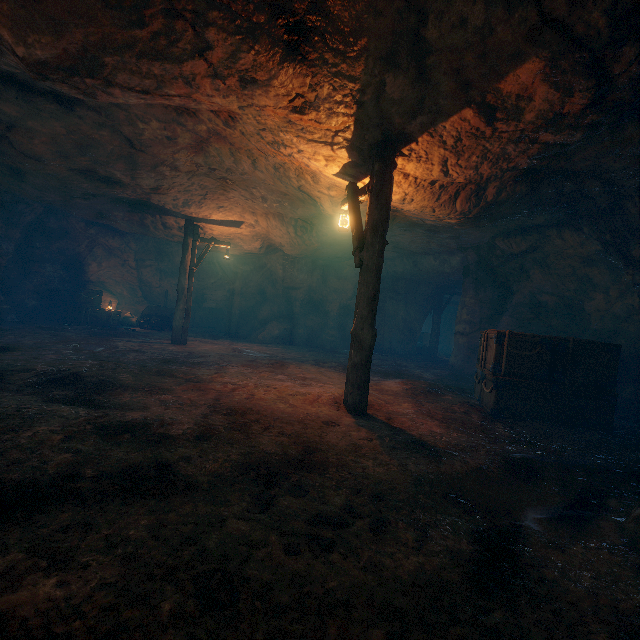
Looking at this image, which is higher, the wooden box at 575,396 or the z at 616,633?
the wooden box at 575,396

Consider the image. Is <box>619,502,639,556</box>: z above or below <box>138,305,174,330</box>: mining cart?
below

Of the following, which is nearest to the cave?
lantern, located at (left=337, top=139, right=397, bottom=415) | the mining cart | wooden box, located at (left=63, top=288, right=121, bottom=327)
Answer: lantern, located at (left=337, top=139, right=397, bottom=415)

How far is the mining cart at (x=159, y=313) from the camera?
16.42m

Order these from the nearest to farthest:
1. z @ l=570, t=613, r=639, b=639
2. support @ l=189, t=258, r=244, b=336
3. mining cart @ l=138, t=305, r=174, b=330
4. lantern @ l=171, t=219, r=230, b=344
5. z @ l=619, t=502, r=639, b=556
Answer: z @ l=570, t=613, r=639, b=639
z @ l=619, t=502, r=639, b=556
lantern @ l=171, t=219, r=230, b=344
mining cart @ l=138, t=305, r=174, b=330
support @ l=189, t=258, r=244, b=336

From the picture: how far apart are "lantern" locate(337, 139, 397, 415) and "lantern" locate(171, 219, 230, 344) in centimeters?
707cm

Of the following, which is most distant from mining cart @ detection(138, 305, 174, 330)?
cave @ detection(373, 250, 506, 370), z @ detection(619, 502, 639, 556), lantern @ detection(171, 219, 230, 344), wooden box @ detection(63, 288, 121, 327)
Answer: z @ detection(619, 502, 639, 556)

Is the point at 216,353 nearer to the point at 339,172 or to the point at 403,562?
the point at 339,172
